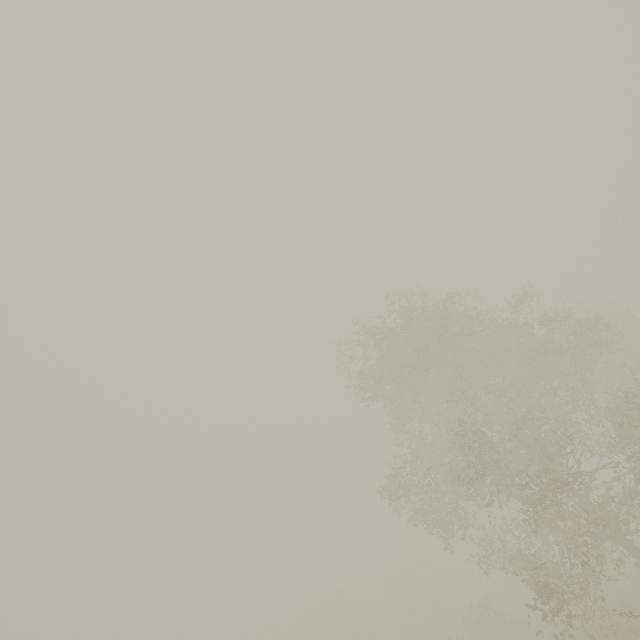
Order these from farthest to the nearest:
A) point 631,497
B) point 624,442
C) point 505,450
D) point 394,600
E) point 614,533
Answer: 1. point 394,600
2. point 505,450
3. point 624,442
4. point 631,497
5. point 614,533
